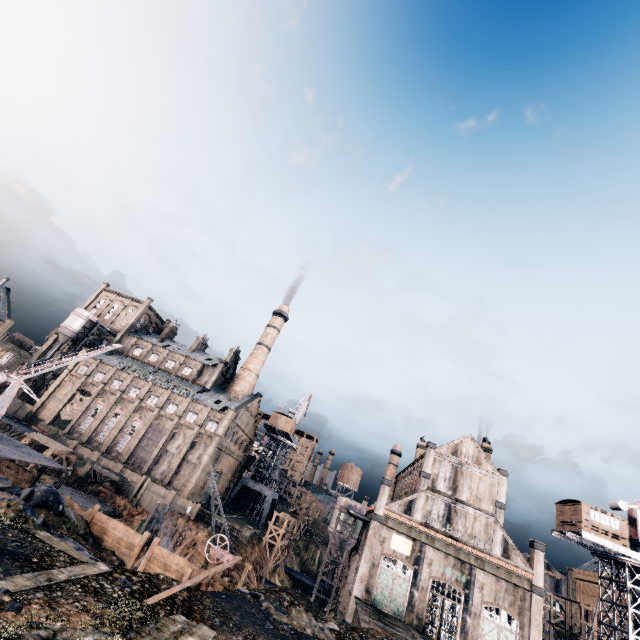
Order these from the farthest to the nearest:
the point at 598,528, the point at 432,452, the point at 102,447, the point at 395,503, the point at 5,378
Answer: the point at 102,447 → the point at 432,452 → the point at 395,503 → the point at 598,528 → the point at 5,378

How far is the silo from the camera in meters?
44.8 m

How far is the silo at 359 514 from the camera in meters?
44.8 m

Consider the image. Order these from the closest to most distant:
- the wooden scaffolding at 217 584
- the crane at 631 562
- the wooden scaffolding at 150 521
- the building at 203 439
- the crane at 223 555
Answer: the wooden scaffolding at 217 584 < the crane at 223 555 < the crane at 631 562 < the wooden scaffolding at 150 521 < the building at 203 439

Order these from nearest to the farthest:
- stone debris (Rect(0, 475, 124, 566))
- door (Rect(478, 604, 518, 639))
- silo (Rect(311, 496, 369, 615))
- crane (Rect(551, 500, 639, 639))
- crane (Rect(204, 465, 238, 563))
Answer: stone debris (Rect(0, 475, 124, 566)) < crane (Rect(204, 465, 238, 563)) < crane (Rect(551, 500, 639, 639)) < door (Rect(478, 604, 518, 639)) < silo (Rect(311, 496, 369, 615))

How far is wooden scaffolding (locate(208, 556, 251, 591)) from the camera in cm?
2133

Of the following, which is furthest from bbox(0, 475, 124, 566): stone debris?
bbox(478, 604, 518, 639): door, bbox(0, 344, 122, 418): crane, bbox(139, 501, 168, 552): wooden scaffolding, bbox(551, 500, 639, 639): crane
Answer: bbox(551, 500, 639, 639): crane

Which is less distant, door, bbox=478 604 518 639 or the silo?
door, bbox=478 604 518 639
